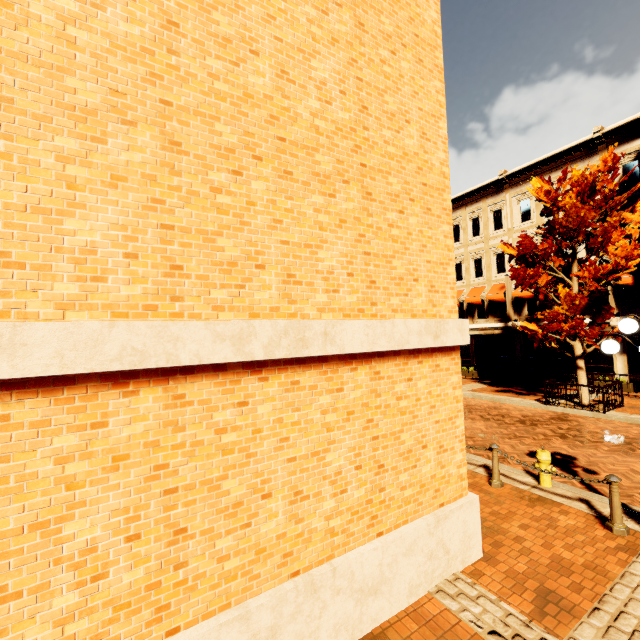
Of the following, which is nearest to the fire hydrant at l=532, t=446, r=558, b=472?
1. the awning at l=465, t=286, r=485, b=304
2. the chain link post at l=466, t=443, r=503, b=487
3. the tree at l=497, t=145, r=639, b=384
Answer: the chain link post at l=466, t=443, r=503, b=487

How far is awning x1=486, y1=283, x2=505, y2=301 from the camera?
20.8m

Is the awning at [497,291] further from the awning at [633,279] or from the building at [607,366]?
the awning at [633,279]

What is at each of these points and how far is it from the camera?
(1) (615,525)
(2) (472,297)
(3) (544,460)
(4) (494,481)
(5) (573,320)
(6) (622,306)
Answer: (1) chain link post, 5.1 meters
(2) awning, 22.5 meters
(3) fire hydrant, 6.7 meters
(4) chain link post, 6.9 meters
(5) tree, 12.2 meters
(6) building, 16.5 meters

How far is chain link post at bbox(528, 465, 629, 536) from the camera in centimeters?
511cm

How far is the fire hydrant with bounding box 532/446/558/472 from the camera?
6.6m

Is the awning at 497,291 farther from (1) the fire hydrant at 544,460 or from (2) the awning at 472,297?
(1) the fire hydrant at 544,460

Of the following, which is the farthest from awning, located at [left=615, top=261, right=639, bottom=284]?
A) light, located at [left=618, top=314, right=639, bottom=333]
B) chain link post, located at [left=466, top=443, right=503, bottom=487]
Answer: chain link post, located at [left=466, top=443, right=503, bottom=487]
